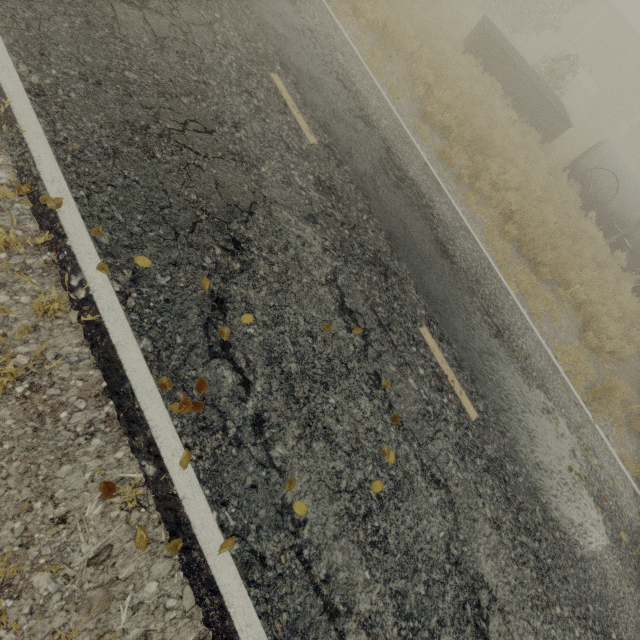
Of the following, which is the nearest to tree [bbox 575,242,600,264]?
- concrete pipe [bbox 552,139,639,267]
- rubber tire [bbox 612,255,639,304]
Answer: concrete pipe [bbox 552,139,639,267]

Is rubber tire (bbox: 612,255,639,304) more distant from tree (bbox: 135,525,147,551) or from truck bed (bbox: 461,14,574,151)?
tree (bbox: 135,525,147,551)

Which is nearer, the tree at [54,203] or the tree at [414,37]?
the tree at [54,203]

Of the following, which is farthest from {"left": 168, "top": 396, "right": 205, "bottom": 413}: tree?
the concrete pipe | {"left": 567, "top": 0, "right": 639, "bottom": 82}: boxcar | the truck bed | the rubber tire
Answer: {"left": 567, "top": 0, "right": 639, "bottom": 82}: boxcar

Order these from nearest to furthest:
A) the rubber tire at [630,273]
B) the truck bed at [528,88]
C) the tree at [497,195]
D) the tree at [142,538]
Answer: the tree at [142,538], the tree at [497,195], the rubber tire at [630,273], the truck bed at [528,88]

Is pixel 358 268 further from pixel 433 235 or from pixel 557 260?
pixel 557 260

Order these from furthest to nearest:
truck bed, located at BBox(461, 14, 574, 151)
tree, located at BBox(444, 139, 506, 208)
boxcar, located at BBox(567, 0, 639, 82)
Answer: boxcar, located at BBox(567, 0, 639, 82) < truck bed, located at BBox(461, 14, 574, 151) < tree, located at BBox(444, 139, 506, 208)

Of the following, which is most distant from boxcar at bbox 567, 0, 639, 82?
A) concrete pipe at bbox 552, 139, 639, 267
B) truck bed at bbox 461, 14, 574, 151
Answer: concrete pipe at bbox 552, 139, 639, 267
